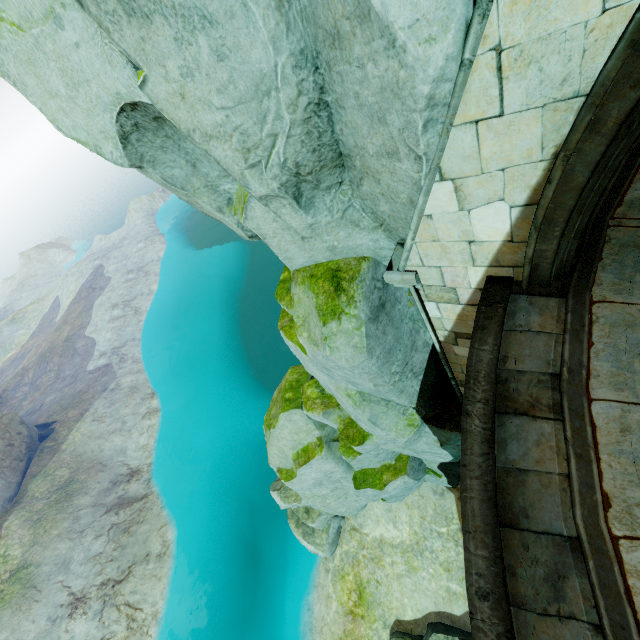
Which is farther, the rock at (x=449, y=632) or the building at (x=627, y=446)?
the rock at (x=449, y=632)

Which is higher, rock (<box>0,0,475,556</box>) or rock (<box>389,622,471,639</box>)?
rock (<box>0,0,475,556</box>)

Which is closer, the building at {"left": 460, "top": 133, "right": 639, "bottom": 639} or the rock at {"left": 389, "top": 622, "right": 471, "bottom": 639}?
the building at {"left": 460, "top": 133, "right": 639, "bottom": 639}

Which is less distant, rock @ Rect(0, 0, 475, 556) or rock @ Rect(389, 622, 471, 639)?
rock @ Rect(0, 0, 475, 556)

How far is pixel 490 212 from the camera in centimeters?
295cm

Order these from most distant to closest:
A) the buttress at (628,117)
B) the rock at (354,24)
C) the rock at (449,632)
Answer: the rock at (449,632)
the rock at (354,24)
the buttress at (628,117)

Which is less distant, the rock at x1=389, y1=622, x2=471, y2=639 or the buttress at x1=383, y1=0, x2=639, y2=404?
the buttress at x1=383, y1=0, x2=639, y2=404

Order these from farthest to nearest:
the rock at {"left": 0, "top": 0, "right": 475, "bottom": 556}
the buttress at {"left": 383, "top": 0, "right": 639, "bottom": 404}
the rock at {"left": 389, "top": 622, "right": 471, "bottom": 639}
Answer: the rock at {"left": 389, "top": 622, "right": 471, "bottom": 639}
the rock at {"left": 0, "top": 0, "right": 475, "bottom": 556}
the buttress at {"left": 383, "top": 0, "right": 639, "bottom": 404}
